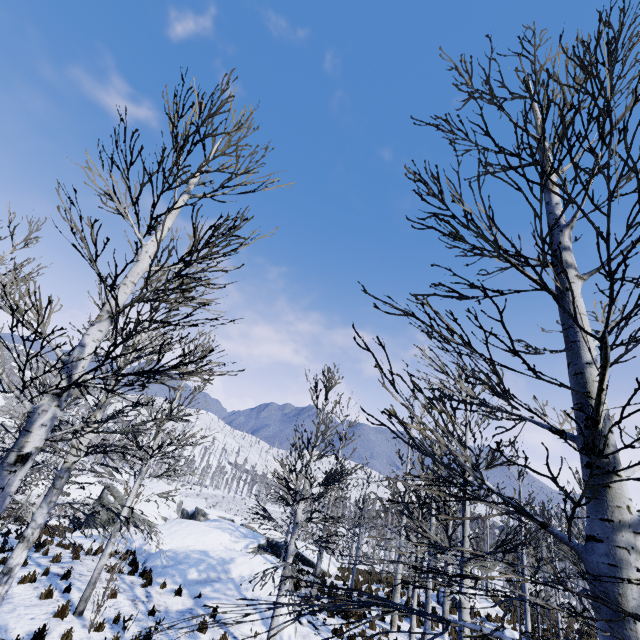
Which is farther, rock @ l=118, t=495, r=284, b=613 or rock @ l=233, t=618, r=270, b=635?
rock @ l=118, t=495, r=284, b=613

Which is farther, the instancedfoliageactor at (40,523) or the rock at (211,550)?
the rock at (211,550)

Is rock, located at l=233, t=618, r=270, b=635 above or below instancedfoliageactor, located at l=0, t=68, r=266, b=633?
below

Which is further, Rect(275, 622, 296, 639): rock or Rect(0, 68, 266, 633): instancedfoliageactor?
Rect(275, 622, 296, 639): rock

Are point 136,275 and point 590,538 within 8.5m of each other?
yes

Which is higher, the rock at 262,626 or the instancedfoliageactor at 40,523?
the instancedfoliageactor at 40,523
